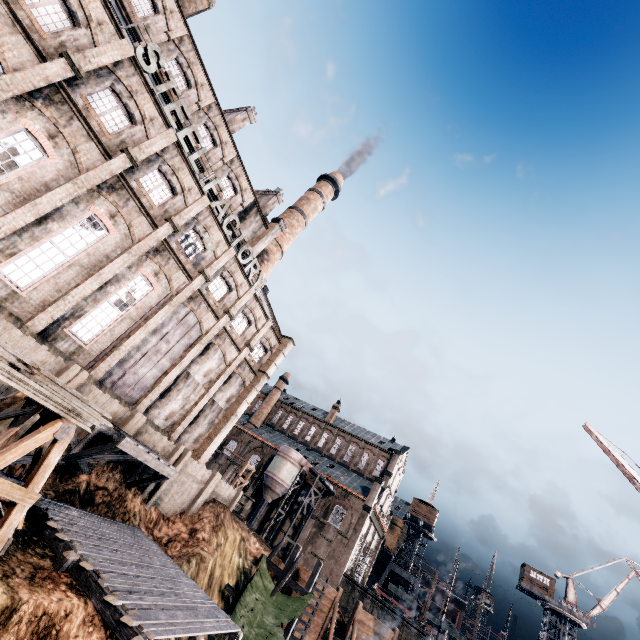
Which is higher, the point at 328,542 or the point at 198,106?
the point at 198,106

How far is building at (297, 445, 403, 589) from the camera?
45.75m

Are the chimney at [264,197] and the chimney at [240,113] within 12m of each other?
yes

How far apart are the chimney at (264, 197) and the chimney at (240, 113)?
7.5m

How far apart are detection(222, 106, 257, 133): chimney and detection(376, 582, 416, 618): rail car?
68.6m

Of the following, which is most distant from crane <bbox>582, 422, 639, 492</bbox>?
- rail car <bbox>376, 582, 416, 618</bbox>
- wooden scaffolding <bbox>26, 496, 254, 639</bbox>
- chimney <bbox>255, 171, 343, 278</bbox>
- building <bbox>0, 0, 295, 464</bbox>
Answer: rail car <bbox>376, 582, 416, 618</bbox>

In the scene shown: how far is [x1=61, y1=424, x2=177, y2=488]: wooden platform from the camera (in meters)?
16.45

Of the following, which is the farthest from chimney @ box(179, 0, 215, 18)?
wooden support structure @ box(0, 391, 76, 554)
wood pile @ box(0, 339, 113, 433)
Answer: wooden support structure @ box(0, 391, 76, 554)
